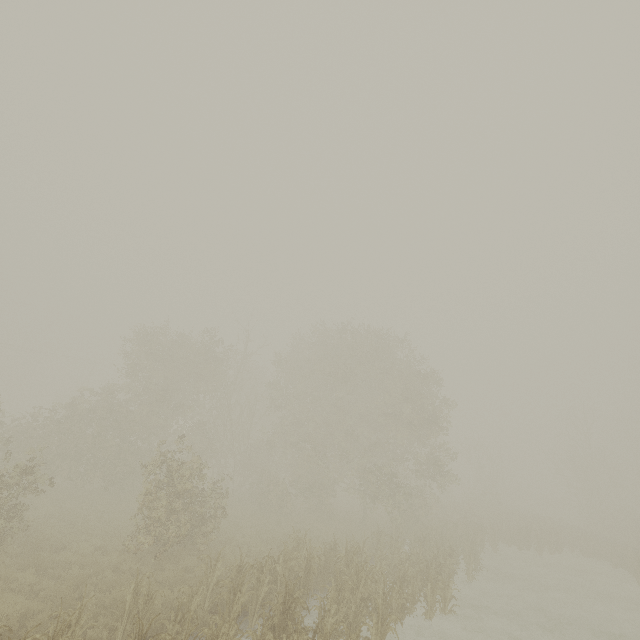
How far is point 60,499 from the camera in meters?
16.5
